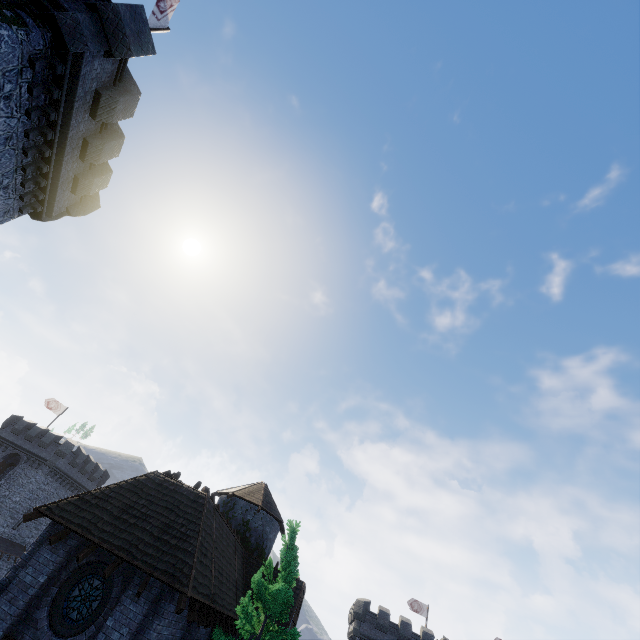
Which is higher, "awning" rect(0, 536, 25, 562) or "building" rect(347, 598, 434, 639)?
"building" rect(347, 598, 434, 639)

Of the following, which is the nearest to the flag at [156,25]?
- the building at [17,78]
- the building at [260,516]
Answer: the building at [17,78]

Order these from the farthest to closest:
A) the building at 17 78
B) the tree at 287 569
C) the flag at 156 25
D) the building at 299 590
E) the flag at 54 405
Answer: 1. the flag at 54 405
2. the building at 299 590
3. the flag at 156 25
4. the tree at 287 569
5. the building at 17 78

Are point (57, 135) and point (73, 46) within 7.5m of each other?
yes

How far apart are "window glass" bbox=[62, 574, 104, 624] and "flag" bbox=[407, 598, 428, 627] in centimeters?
5042cm

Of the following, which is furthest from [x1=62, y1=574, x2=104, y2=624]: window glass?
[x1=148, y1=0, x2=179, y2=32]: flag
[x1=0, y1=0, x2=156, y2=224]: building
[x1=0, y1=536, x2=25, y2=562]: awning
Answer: [x1=0, y1=536, x2=25, y2=562]: awning

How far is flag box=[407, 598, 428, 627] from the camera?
45.0m

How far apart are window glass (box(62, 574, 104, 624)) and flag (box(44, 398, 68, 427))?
44.0 meters
